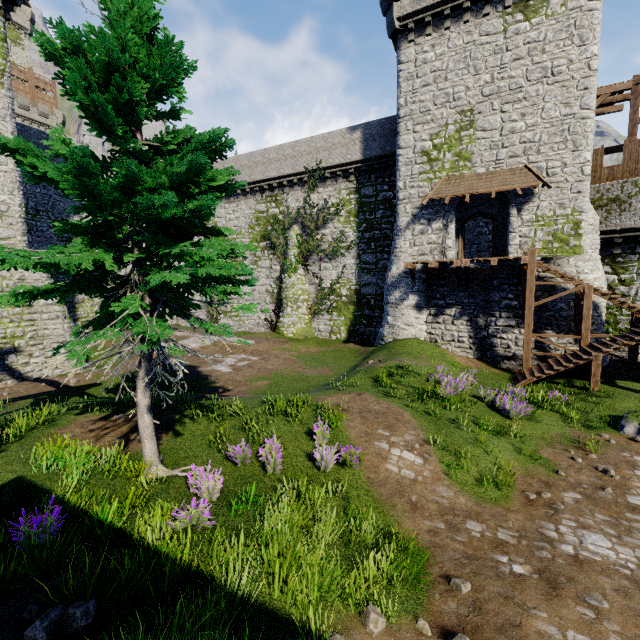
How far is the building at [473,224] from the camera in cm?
2533

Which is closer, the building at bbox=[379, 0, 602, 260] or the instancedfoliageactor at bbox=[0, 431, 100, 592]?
the instancedfoliageactor at bbox=[0, 431, 100, 592]

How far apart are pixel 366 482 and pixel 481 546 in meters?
2.5

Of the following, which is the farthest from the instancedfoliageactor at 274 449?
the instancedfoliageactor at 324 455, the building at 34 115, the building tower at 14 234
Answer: the building at 34 115

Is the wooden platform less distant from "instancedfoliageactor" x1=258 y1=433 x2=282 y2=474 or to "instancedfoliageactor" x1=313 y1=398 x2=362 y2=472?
"instancedfoliageactor" x1=258 y1=433 x2=282 y2=474

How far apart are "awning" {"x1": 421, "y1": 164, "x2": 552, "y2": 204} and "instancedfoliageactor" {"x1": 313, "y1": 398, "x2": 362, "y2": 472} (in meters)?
14.45

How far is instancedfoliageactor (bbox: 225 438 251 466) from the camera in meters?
7.8

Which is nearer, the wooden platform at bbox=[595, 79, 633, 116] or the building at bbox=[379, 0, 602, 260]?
the building at bbox=[379, 0, 602, 260]
